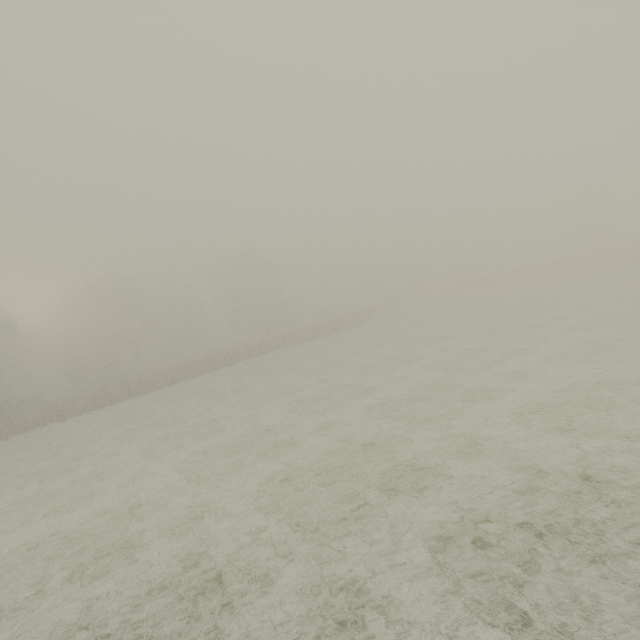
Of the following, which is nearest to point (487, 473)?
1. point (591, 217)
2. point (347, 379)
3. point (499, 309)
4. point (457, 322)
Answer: point (347, 379)
